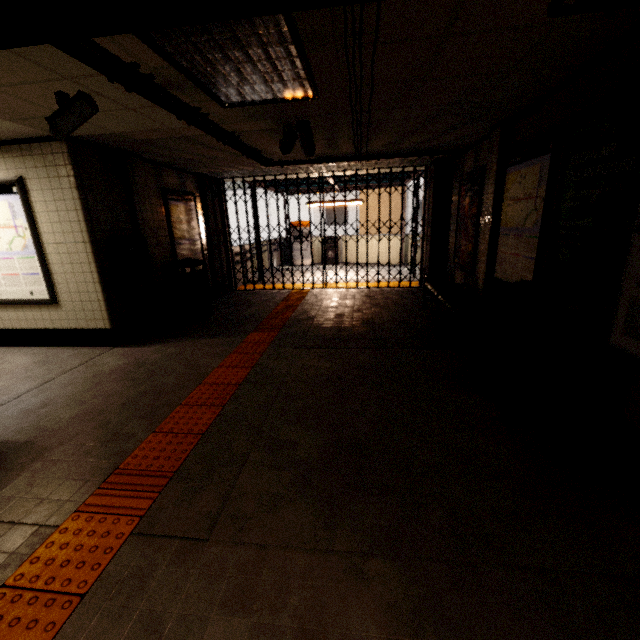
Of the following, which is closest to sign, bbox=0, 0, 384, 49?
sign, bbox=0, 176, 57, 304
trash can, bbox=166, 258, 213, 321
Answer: sign, bbox=0, 176, 57, 304

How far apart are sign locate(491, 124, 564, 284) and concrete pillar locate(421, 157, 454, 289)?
2.7 meters

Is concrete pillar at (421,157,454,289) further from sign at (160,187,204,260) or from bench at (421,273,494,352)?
sign at (160,187,204,260)

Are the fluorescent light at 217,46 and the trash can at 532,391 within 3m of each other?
yes

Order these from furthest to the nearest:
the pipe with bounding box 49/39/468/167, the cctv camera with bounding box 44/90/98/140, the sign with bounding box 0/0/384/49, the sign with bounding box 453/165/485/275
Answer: the sign with bounding box 453/165/485/275
the cctv camera with bounding box 44/90/98/140
the pipe with bounding box 49/39/468/167
the sign with bounding box 0/0/384/49

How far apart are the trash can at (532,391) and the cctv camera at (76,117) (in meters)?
4.09

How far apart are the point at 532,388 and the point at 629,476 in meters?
0.8 m

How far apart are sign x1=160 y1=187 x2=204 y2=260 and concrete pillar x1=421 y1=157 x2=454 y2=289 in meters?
5.4 m
